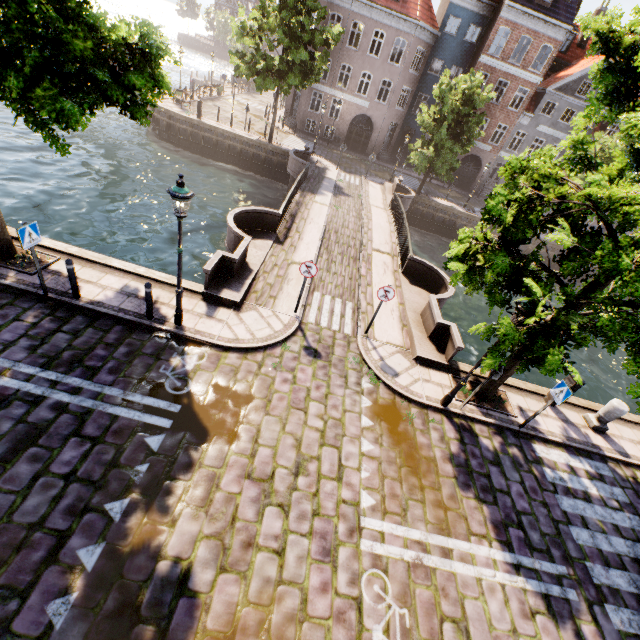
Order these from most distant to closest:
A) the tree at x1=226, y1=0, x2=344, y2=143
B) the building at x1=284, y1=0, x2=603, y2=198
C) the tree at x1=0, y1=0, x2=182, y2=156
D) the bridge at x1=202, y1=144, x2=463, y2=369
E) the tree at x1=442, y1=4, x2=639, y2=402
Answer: the building at x1=284, y1=0, x2=603, y2=198 < the tree at x1=226, y1=0, x2=344, y2=143 < the bridge at x1=202, y1=144, x2=463, y2=369 < the tree at x1=442, y1=4, x2=639, y2=402 < the tree at x1=0, y1=0, x2=182, y2=156

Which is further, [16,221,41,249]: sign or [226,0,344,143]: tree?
[226,0,344,143]: tree

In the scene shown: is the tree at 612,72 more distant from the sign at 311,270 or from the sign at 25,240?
the sign at 311,270

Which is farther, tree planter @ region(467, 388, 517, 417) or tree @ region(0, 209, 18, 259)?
tree planter @ region(467, 388, 517, 417)

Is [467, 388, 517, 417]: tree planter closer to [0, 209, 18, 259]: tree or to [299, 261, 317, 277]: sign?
[0, 209, 18, 259]: tree

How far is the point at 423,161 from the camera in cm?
2422

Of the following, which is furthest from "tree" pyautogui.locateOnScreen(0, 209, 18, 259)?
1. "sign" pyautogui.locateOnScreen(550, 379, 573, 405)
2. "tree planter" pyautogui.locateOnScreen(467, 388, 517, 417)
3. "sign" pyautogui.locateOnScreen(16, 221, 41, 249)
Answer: "sign" pyautogui.locateOnScreen(16, 221, 41, 249)

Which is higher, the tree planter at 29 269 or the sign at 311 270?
the sign at 311 270
